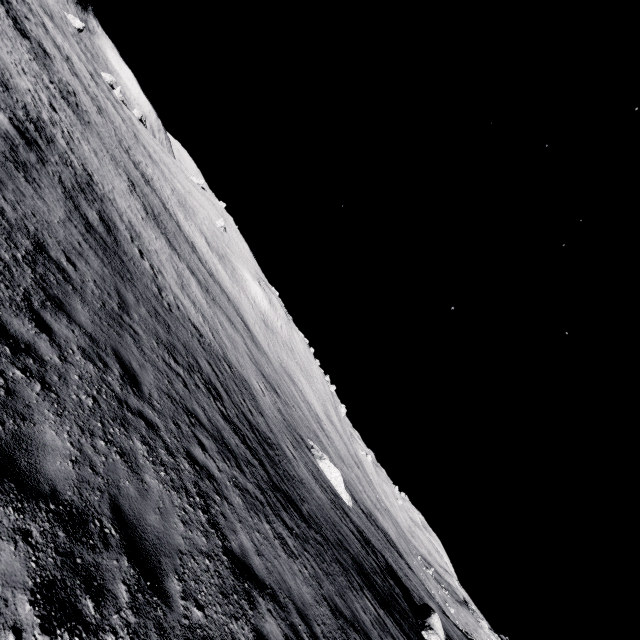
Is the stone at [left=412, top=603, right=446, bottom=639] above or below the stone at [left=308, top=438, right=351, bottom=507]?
above

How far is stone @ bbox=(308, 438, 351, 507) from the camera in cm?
2837

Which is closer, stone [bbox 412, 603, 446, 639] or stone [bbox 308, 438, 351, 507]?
stone [bbox 412, 603, 446, 639]

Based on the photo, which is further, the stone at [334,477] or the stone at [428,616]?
the stone at [334,477]

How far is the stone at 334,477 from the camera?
28.4m

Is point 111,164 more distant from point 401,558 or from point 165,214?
point 401,558
